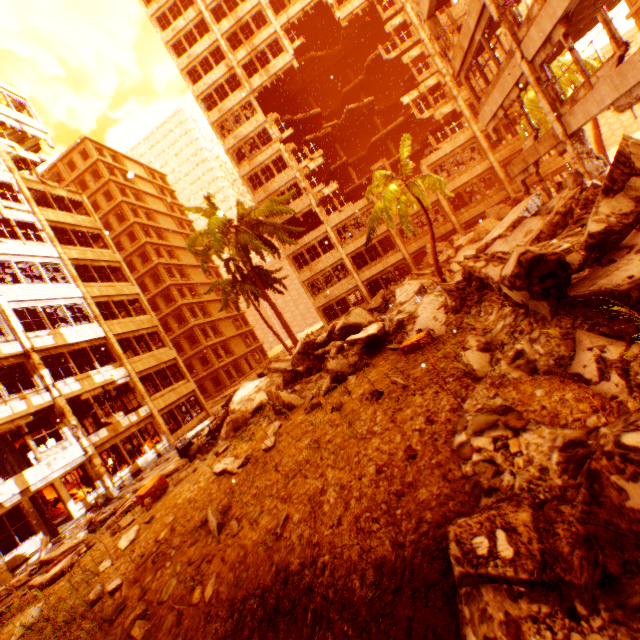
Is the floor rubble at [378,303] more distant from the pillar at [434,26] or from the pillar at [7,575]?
the pillar at [434,26]

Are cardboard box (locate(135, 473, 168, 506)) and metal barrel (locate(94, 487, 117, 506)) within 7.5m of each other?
no

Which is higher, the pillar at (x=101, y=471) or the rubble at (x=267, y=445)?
the pillar at (x=101, y=471)

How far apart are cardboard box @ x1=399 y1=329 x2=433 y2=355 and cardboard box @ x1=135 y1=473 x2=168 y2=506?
6.8 meters

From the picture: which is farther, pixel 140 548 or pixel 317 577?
pixel 140 548

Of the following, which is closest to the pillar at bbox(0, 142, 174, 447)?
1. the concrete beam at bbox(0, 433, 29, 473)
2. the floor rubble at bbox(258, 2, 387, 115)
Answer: the concrete beam at bbox(0, 433, 29, 473)

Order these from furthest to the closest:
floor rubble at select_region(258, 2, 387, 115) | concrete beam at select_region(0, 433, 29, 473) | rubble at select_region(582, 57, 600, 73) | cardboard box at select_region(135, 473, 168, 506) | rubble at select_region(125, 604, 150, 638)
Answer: floor rubble at select_region(258, 2, 387, 115)
rubble at select_region(582, 57, 600, 73)
concrete beam at select_region(0, 433, 29, 473)
cardboard box at select_region(135, 473, 168, 506)
rubble at select_region(125, 604, 150, 638)

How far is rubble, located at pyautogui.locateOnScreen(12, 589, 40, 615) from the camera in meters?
6.4 m
